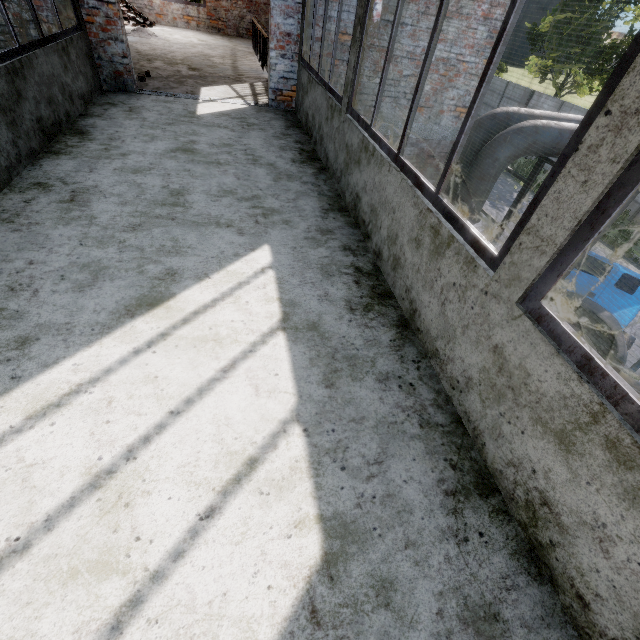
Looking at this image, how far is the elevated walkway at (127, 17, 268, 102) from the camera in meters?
6.6 m

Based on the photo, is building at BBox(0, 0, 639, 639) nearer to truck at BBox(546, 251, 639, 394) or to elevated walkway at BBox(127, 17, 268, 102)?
elevated walkway at BBox(127, 17, 268, 102)

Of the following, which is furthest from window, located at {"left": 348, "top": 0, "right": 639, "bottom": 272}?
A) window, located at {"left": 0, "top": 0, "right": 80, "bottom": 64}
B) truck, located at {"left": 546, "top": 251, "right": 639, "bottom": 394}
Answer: truck, located at {"left": 546, "top": 251, "right": 639, "bottom": 394}

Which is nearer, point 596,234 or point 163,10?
point 596,234

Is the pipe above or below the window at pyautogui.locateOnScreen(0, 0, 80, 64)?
below

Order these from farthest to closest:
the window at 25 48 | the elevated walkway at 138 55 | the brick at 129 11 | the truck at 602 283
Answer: the brick at 129 11
the elevated walkway at 138 55
the truck at 602 283
the window at 25 48

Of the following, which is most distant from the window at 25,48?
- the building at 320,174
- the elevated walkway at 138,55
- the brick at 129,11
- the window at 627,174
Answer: the brick at 129,11

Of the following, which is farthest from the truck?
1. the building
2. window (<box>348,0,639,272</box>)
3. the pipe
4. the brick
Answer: the brick
